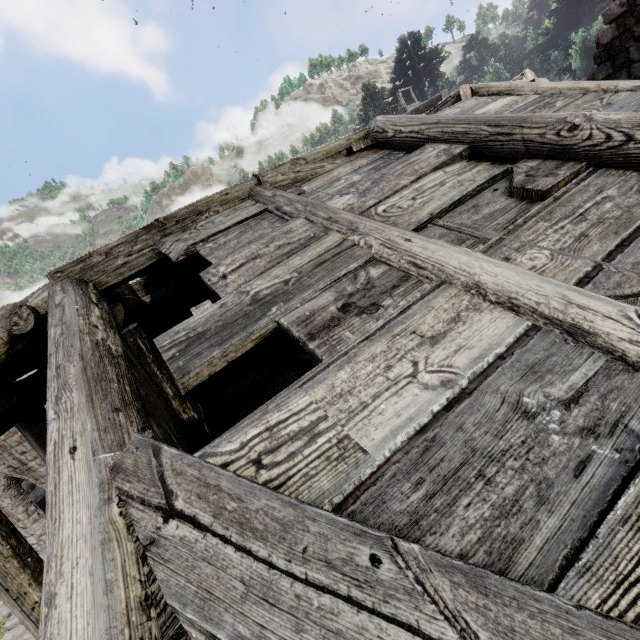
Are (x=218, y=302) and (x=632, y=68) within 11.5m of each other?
no
